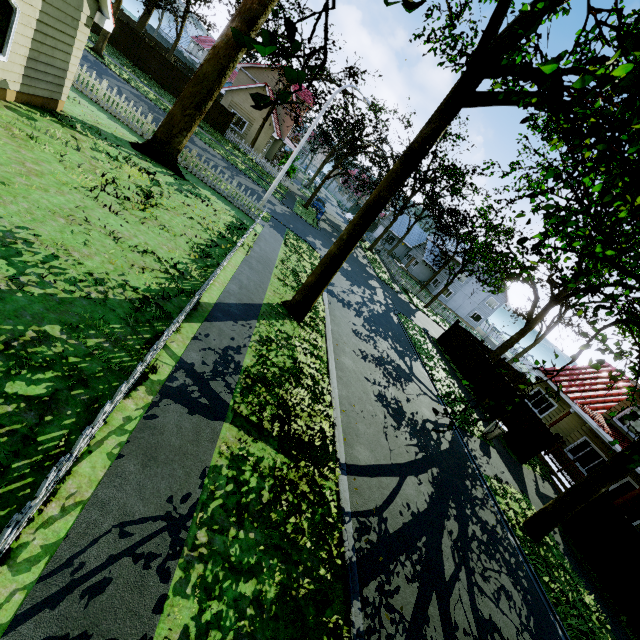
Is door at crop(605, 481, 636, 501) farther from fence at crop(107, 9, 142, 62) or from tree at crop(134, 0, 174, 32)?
tree at crop(134, 0, 174, 32)

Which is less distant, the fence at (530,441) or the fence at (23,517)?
the fence at (23,517)

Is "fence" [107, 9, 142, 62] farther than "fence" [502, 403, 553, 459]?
Yes

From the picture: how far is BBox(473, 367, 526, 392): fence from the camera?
18.4m

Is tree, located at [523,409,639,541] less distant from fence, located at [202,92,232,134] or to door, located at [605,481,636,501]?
fence, located at [202,92,232,134]

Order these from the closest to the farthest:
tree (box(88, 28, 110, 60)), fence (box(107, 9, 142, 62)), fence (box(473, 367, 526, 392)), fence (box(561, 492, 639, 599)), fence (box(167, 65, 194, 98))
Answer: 1. fence (box(561, 492, 639, 599))
2. fence (box(473, 367, 526, 392))
3. tree (box(88, 28, 110, 60))
4. fence (box(107, 9, 142, 62))
5. fence (box(167, 65, 194, 98))

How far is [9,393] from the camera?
4.0 meters

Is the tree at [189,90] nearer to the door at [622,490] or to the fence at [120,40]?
the fence at [120,40]
